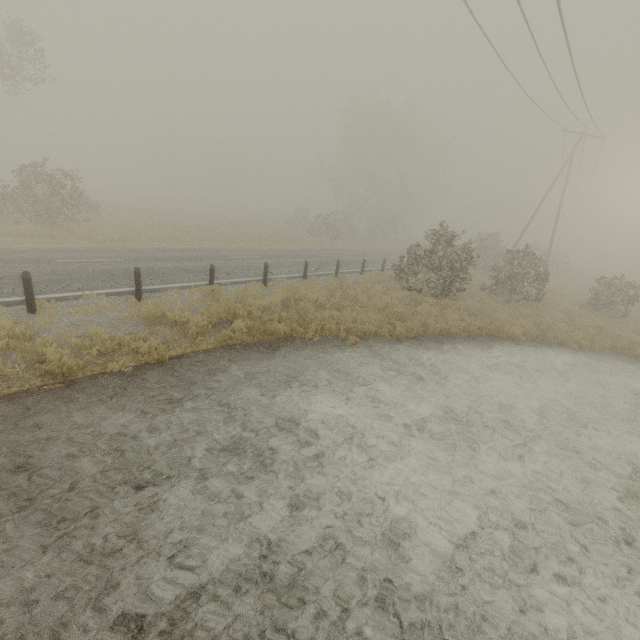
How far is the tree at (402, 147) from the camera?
40.44m

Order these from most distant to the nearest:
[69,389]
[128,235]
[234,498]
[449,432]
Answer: [128,235]
[449,432]
[69,389]
[234,498]

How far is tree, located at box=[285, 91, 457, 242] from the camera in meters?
40.4 m
